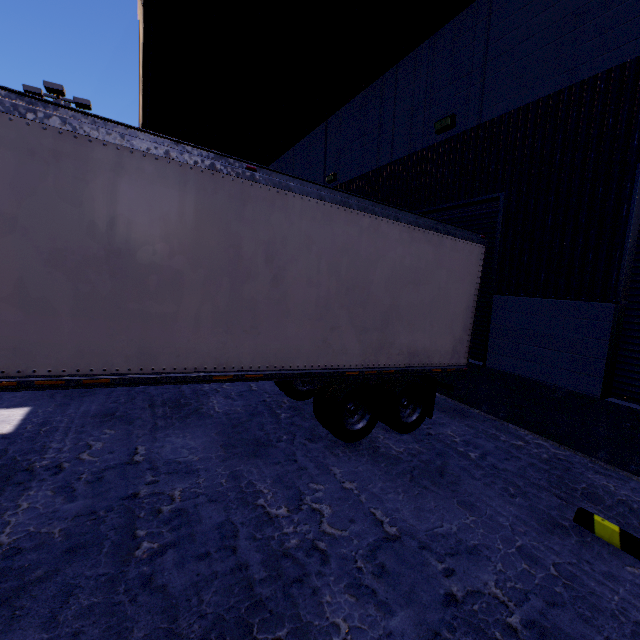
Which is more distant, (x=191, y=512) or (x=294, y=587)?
(x=191, y=512)

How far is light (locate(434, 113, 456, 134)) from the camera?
7.1m

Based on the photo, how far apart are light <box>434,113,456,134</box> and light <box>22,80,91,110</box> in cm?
1633

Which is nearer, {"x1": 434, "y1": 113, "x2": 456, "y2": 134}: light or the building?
the building

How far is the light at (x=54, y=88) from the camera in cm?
1386

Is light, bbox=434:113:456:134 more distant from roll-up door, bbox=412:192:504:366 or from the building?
roll-up door, bbox=412:192:504:366

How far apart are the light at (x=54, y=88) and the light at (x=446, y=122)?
16.33m

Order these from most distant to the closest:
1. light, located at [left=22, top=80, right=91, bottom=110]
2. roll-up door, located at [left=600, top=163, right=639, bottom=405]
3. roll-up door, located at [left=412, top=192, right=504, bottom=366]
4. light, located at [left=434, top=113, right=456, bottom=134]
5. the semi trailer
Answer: light, located at [left=22, top=80, right=91, bottom=110]
light, located at [left=434, top=113, right=456, bottom=134]
roll-up door, located at [left=412, top=192, right=504, bottom=366]
roll-up door, located at [left=600, top=163, right=639, bottom=405]
the semi trailer
